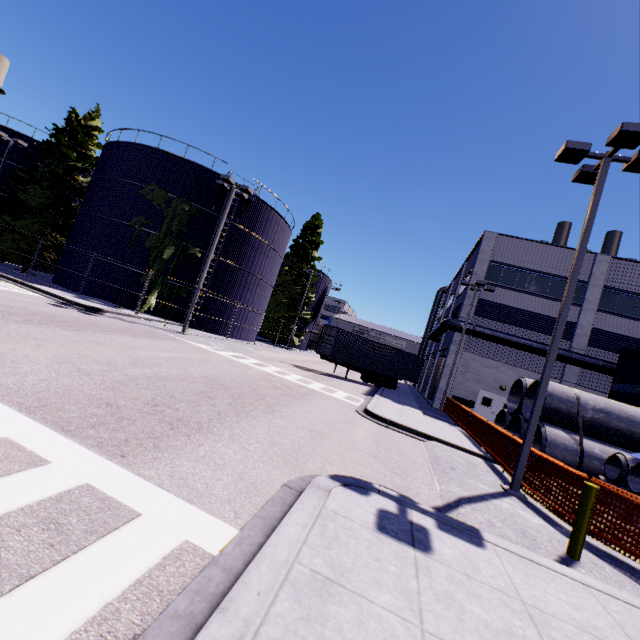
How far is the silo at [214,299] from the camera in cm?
2577

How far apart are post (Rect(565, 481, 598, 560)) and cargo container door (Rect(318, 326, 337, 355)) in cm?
1861

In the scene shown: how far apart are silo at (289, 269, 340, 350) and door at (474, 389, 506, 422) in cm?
2704

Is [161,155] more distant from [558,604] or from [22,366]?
[558,604]

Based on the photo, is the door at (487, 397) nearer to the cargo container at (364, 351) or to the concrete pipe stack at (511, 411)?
the cargo container at (364, 351)

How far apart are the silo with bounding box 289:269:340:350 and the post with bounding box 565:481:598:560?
41.3m

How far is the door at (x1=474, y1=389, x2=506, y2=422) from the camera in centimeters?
2462cm

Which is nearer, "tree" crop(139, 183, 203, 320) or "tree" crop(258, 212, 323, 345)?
"tree" crop(139, 183, 203, 320)
